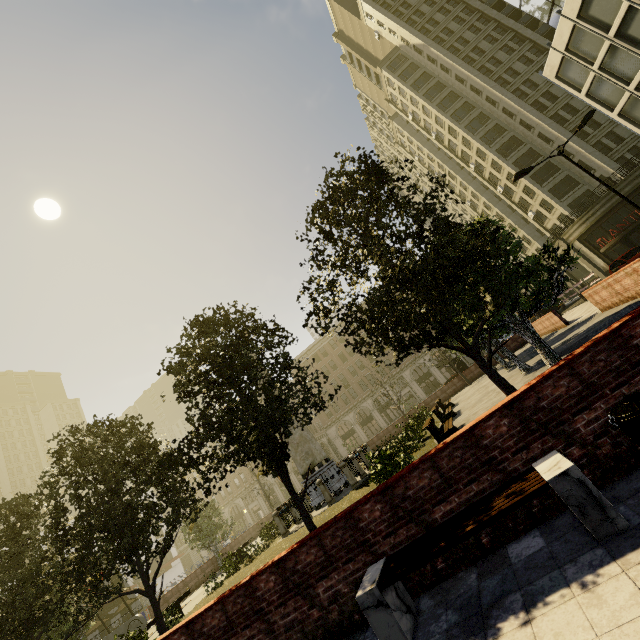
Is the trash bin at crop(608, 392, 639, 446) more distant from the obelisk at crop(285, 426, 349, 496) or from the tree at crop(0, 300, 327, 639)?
the obelisk at crop(285, 426, 349, 496)

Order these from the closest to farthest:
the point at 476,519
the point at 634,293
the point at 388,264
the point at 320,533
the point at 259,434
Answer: the point at 476,519 < the point at 320,533 < the point at 388,264 < the point at 259,434 < the point at 634,293

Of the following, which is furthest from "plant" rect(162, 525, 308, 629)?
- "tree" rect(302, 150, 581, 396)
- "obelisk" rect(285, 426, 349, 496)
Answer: "obelisk" rect(285, 426, 349, 496)

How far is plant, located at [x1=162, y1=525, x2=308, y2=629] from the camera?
14.20m

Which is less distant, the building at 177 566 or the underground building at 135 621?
the underground building at 135 621

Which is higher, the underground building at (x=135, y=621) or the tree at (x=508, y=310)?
the tree at (x=508, y=310)

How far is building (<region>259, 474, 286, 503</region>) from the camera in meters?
57.1 m

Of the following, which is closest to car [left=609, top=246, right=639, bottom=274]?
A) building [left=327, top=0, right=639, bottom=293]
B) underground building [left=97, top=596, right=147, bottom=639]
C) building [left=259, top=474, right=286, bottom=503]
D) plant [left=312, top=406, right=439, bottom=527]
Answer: building [left=327, top=0, right=639, bottom=293]
